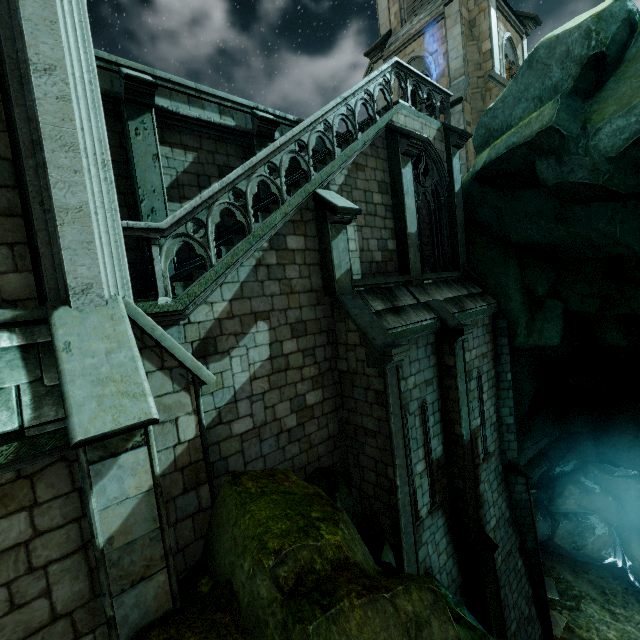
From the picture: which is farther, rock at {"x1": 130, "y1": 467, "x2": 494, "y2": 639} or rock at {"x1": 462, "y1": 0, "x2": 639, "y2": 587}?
rock at {"x1": 462, "y1": 0, "x2": 639, "y2": 587}

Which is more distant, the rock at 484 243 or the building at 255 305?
the rock at 484 243

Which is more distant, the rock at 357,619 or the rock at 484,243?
the rock at 484,243

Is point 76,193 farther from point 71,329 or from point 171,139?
point 171,139

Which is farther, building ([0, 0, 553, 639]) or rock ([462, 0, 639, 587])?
rock ([462, 0, 639, 587])
